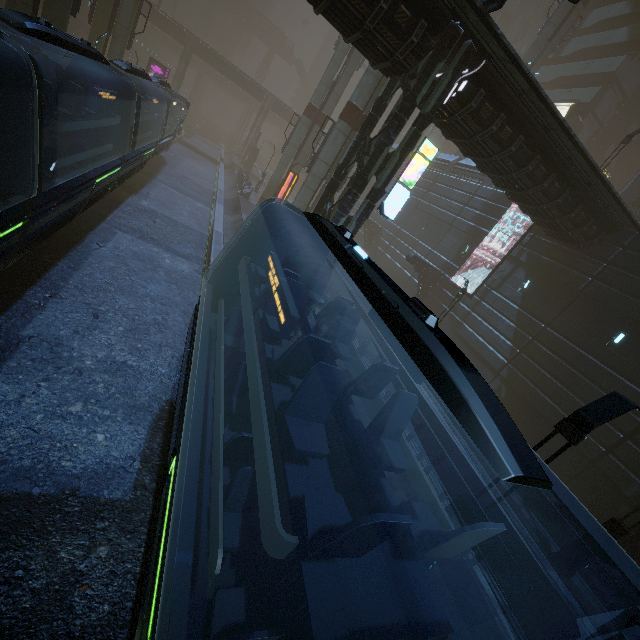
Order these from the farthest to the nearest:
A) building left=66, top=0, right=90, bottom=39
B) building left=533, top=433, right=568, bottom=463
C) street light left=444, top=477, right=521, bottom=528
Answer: building left=66, top=0, right=90, bottom=39 → building left=533, top=433, right=568, bottom=463 → street light left=444, top=477, right=521, bottom=528

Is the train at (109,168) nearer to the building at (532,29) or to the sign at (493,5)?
the building at (532,29)

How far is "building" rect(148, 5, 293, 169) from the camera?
47.8 meters

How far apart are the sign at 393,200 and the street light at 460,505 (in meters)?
10.17

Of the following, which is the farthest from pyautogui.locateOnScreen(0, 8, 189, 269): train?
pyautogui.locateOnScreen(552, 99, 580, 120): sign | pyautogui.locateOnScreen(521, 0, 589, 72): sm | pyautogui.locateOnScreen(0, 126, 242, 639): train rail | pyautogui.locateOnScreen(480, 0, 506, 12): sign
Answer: pyautogui.locateOnScreen(521, 0, 589, 72): sm

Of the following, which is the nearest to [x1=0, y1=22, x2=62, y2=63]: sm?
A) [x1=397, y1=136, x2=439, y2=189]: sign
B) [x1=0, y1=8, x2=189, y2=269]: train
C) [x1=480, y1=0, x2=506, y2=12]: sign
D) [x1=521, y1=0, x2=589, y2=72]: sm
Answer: [x1=0, y1=8, x2=189, y2=269]: train

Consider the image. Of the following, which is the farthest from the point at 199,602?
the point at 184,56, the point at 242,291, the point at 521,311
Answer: the point at 184,56

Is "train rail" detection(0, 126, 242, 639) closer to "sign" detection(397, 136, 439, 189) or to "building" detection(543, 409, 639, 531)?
"building" detection(543, 409, 639, 531)
